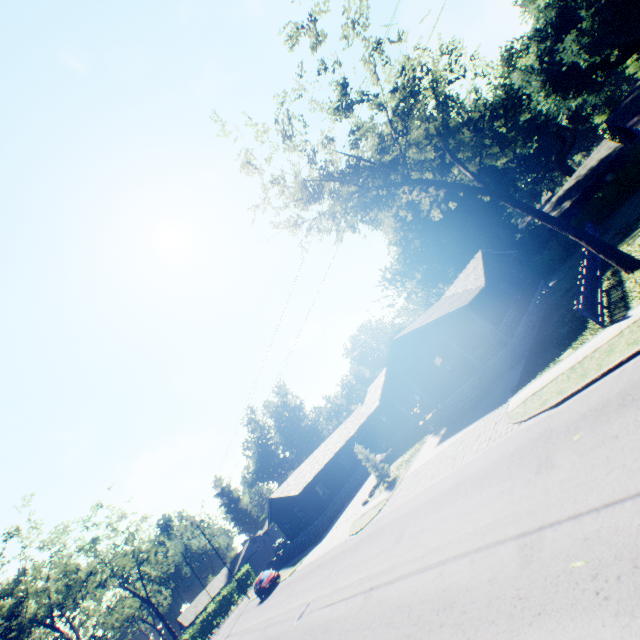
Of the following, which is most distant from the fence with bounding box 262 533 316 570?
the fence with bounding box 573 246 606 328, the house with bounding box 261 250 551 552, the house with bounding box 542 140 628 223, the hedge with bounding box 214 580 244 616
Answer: the house with bounding box 542 140 628 223

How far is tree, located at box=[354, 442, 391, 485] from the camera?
24.5m

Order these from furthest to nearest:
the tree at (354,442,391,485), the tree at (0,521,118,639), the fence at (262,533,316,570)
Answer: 1. the fence at (262,533,316,570)
2. the tree at (0,521,118,639)
3. the tree at (354,442,391,485)

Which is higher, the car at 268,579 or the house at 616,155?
the house at 616,155

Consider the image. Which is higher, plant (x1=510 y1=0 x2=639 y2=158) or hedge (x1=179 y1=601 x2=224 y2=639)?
plant (x1=510 y1=0 x2=639 y2=158)

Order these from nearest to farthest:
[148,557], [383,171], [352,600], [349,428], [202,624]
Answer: [352,600], [383,171], [349,428], [202,624], [148,557]

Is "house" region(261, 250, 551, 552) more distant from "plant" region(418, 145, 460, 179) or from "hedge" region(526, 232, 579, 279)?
"hedge" region(526, 232, 579, 279)

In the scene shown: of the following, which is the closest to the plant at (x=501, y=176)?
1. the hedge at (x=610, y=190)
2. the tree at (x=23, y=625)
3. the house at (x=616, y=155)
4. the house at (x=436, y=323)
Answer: the house at (x=616, y=155)
